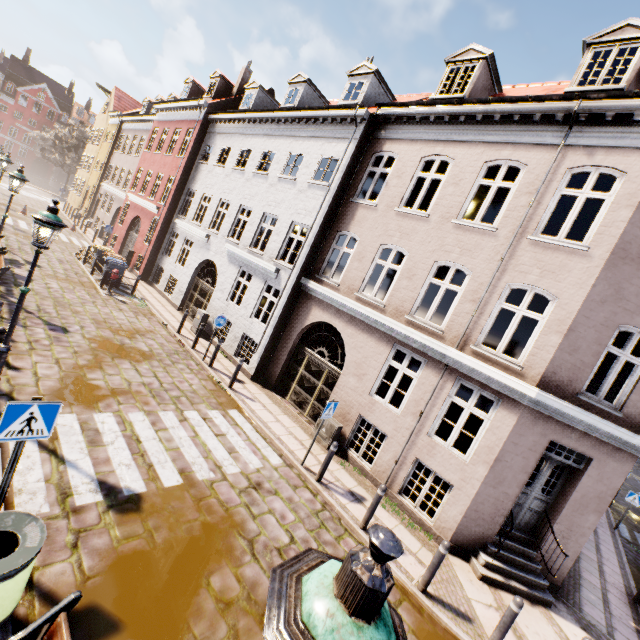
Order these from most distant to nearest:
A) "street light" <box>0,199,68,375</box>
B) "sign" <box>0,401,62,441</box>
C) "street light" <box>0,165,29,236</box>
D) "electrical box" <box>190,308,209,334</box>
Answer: "electrical box" <box>190,308,209,334</box> → "street light" <box>0,165,29,236</box> → "street light" <box>0,199,68,375</box> → "sign" <box>0,401,62,441</box>

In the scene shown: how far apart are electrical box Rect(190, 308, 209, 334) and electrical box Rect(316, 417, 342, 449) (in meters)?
7.44

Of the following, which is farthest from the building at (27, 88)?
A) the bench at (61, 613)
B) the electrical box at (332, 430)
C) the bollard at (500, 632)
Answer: the bollard at (500, 632)

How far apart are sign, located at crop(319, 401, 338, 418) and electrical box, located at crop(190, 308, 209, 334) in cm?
862

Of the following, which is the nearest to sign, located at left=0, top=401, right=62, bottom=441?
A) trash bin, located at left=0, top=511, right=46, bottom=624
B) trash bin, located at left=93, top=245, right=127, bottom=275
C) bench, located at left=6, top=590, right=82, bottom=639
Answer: trash bin, located at left=0, top=511, right=46, bottom=624

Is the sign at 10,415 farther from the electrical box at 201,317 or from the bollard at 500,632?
the electrical box at 201,317

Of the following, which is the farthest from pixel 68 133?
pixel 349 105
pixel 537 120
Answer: pixel 537 120

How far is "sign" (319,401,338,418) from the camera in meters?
8.0
